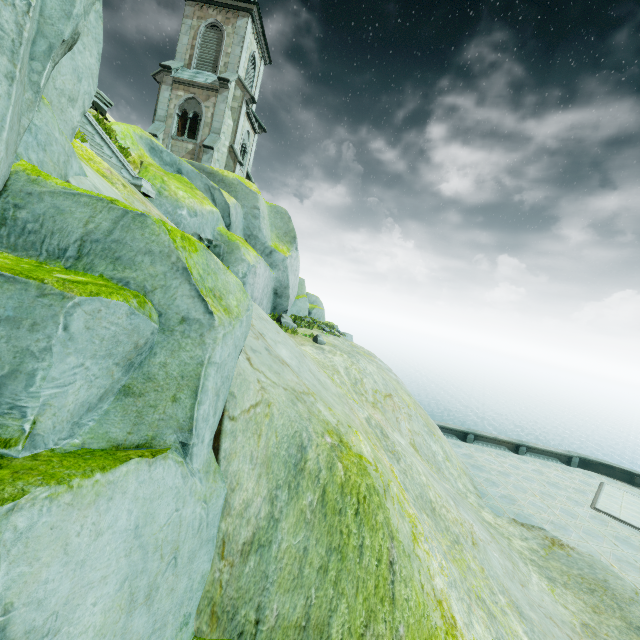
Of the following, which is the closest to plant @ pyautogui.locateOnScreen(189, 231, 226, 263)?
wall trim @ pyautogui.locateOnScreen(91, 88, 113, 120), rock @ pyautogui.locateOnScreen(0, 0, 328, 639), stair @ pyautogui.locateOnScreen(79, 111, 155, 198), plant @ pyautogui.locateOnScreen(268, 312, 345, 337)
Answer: stair @ pyautogui.locateOnScreen(79, 111, 155, 198)

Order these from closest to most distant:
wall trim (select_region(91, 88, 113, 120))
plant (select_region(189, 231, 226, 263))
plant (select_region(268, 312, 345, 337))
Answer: plant (select_region(189, 231, 226, 263)) → wall trim (select_region(91, 88, 113, 120)) → plant (select_region(268, 312, 345, 337))

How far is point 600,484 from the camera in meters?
A: 20.1 m

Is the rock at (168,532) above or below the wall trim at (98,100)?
below

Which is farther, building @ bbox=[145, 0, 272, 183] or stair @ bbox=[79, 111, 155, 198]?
building @ bbox=[145, 0, 272, 183]

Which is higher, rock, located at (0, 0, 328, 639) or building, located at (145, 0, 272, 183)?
building, located at (145, 0, 272, 183)

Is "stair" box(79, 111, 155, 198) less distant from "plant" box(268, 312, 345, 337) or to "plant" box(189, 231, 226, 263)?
"plant" box(189, 231, 226, 263)

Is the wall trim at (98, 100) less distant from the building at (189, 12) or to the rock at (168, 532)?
the rock at (168, 532)
